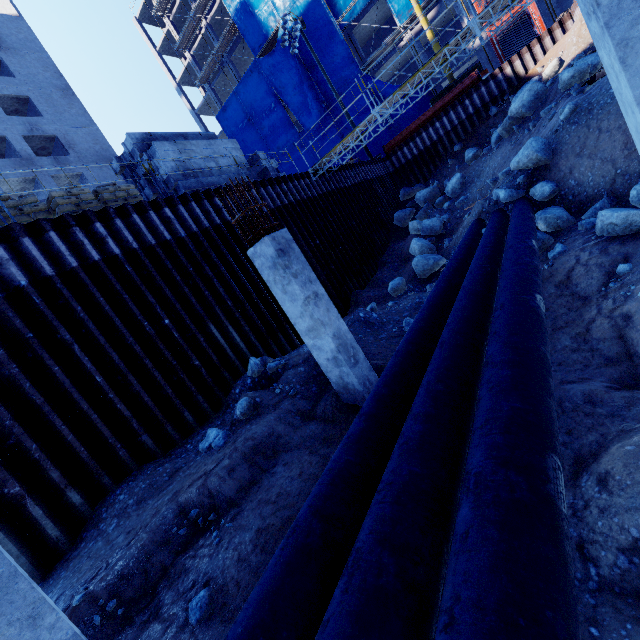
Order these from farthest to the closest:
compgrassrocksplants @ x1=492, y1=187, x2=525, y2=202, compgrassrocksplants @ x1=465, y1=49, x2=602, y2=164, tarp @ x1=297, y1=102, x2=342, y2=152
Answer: tarp @ x1=297, y1=102, x2=342, y2=152 → compgrassrocksplants @ x1=465, y1=49, x2=602, y2=164 → compgrassrocksplants @ x1=492, y1=187, x2=525, y2=202

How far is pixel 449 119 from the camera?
21.25m

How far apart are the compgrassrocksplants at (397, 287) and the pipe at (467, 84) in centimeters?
1482cm

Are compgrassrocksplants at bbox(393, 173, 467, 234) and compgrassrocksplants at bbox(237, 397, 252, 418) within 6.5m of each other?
no

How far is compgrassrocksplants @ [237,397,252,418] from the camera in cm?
684

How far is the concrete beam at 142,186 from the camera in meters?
11.5 m

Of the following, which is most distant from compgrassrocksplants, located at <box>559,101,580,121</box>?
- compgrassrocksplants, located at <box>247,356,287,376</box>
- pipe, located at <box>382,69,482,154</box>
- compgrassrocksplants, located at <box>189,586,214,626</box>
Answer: compgrassrocksplants, located at <box>189,586,214,626</box>

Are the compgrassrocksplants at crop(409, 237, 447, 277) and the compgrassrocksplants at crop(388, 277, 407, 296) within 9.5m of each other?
yes
